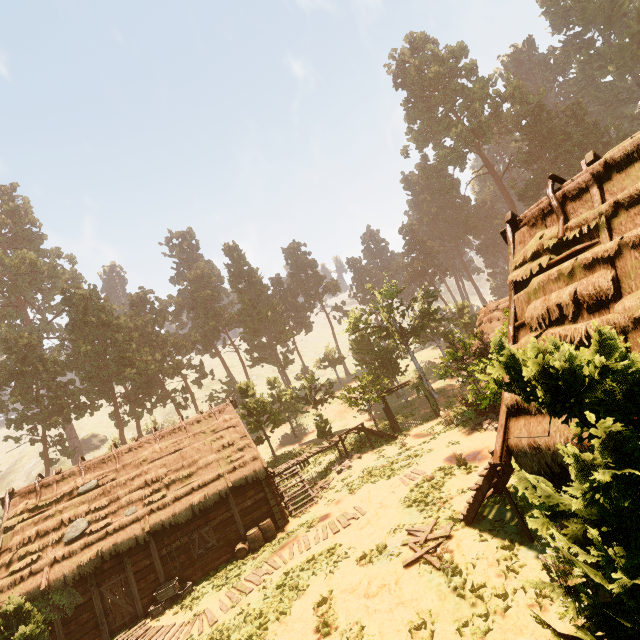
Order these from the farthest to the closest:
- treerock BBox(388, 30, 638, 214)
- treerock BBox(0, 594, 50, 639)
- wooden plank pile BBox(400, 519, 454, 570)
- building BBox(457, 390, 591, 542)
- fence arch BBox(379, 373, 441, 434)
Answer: treerock BBox(388, 30, 638, 214) → fence arch BBox(379, 373, 441, 434) → treerock BBox(0, 594, 50, 639) → wooden plank pile BBox(400, 519, 454, 570) → building BBox(457, 390, 591, 542)

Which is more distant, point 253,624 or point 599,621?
point 253,624

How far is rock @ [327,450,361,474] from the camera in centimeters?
2136cm

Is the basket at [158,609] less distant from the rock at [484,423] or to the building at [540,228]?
the building at [540,228]

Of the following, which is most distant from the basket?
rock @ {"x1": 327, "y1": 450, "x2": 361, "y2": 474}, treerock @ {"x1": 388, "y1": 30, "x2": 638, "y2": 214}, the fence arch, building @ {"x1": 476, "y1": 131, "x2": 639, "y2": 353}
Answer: the fence arch

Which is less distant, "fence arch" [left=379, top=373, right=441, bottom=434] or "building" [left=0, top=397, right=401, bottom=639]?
"building" [left=0, top=397, right=401, bottom=639]

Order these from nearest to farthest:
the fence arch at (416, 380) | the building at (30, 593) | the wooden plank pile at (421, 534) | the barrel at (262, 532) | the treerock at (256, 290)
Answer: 1. the wooden plank pile at (421, 534)
2. the building at (30, 593)
3. the barrel at (262, 532)
4. the fence arch at (416, 380)
5. the treerock at (256, 290)

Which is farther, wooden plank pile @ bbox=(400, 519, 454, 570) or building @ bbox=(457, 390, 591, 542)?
wooden plank pile @ bbox=(400, 519, 454, 570)
